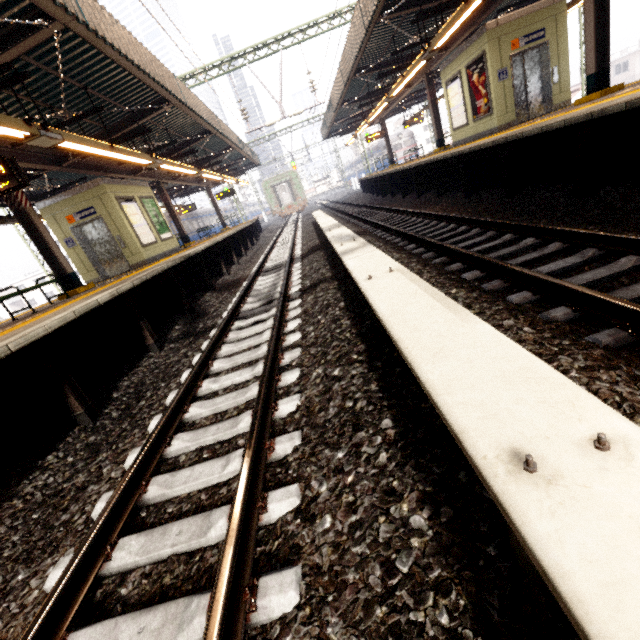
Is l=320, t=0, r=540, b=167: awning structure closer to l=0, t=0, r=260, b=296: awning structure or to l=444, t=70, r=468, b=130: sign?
l=444, t=70, r=468, b=130: sign

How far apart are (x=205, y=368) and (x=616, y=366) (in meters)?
4.14

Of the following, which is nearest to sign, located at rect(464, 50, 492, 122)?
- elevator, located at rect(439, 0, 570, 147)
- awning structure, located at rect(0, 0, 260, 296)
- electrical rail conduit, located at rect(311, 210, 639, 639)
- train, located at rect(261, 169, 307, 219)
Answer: elevator, located at rect(439, 0, 570, 147)

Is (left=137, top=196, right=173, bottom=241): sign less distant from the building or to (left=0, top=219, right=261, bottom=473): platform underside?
(left=0, top=219, right=261, bottom=473): platform underside

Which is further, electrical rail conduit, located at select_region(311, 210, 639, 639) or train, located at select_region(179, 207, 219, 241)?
train, located at select_region(179, 207, 219, 241)

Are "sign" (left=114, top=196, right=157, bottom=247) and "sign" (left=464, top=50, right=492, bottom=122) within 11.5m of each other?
no

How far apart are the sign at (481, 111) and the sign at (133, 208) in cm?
1251

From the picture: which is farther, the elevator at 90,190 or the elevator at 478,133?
the elevator at 90,190
